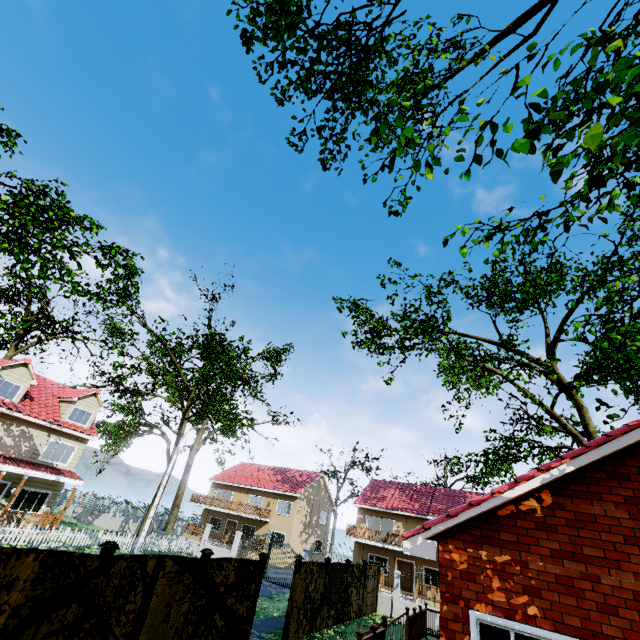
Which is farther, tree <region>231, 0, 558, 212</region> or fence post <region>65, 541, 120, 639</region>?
fence post <region>65, 541, 120, 639</region>

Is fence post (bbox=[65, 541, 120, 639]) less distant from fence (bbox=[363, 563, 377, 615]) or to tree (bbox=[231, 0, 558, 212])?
fence (bbox=[363, 563, 377, 615])

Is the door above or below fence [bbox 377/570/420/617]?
above

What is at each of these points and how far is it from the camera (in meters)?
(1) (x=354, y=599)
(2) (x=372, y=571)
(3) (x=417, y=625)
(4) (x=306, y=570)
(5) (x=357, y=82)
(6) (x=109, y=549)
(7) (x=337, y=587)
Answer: (1) fence, 17.31
(2) fence, 20.12
(3) wooden rail, 11.68
(4) fence, 13.41
(5) tree, 6.32
(6) fence post, 6.62
(7) fence, 15.73

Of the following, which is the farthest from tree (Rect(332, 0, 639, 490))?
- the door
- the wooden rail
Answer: the door

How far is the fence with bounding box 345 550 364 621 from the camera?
16.7m

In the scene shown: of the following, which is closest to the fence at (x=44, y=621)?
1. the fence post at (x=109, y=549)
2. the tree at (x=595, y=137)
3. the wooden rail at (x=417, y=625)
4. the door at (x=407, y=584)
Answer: the fence post at (x=109, y=549)

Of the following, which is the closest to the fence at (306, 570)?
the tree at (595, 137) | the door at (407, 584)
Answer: the tree at (595, 137)
